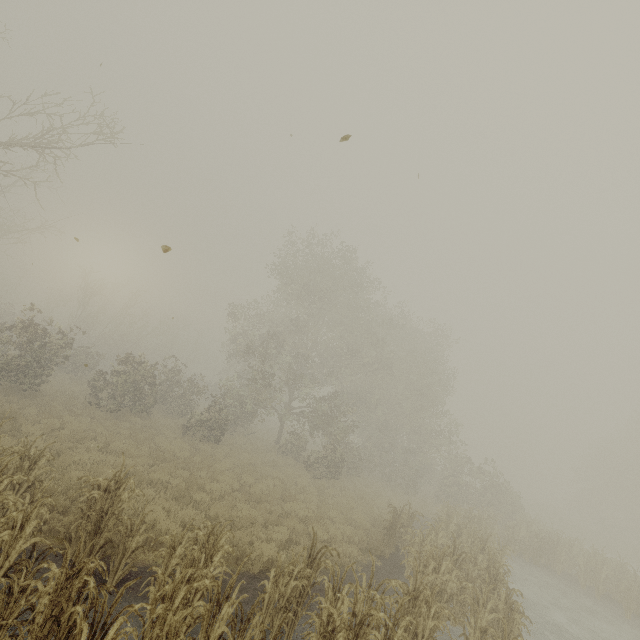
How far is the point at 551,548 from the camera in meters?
19.0
